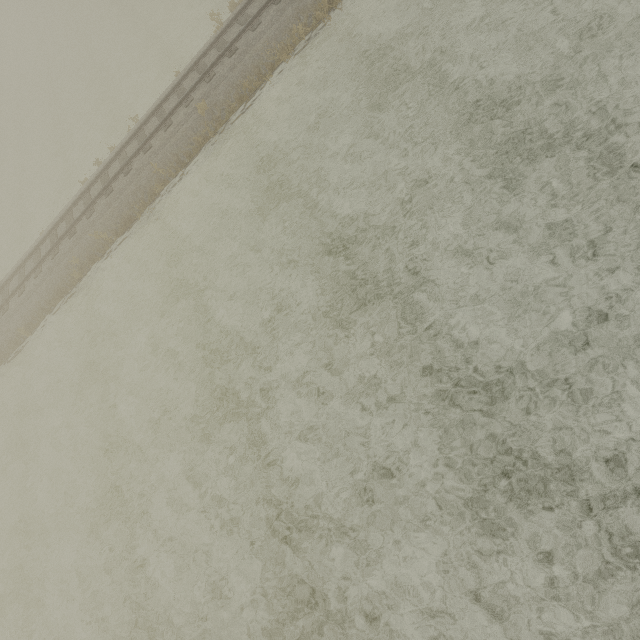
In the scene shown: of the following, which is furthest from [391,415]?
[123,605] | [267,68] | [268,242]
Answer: Answer: [267,68]
